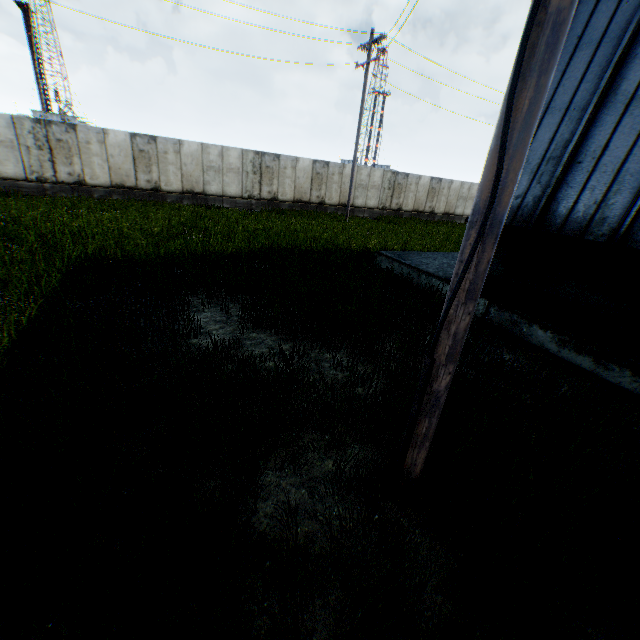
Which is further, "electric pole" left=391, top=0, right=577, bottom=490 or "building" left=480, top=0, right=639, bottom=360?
"building" left=480, top=0, right=639, bottom=360

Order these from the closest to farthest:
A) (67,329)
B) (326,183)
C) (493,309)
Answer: (67,329) → (493,309) → (326,183)

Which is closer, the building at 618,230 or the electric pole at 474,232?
the electric pole at 474,232
